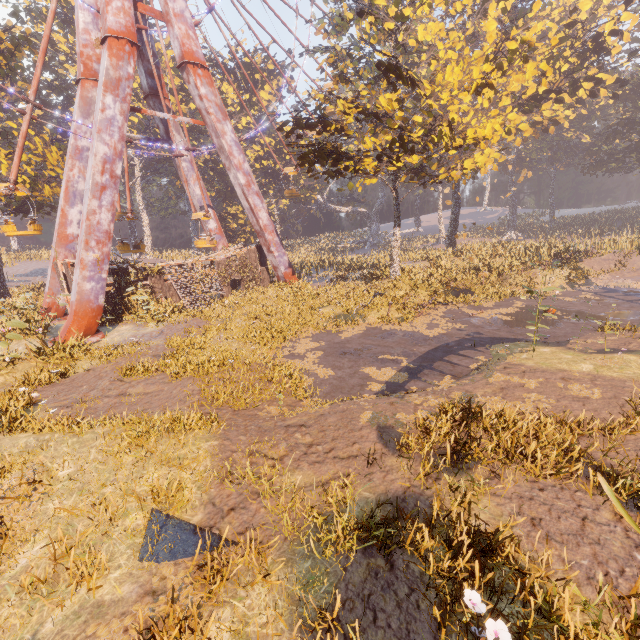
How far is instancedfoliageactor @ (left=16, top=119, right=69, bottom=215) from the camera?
23.02m

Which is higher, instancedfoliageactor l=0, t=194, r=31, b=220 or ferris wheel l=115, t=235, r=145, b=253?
instancedfoliageactor l=0, t=194, r=31, b=220

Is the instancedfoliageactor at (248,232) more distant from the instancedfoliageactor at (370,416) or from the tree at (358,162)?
the instancedfoliageactor at (370,416)

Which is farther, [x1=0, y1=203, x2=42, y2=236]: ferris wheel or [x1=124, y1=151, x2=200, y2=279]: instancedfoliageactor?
[x1=124, y1=151, x2=200, y2=279]: instancedfoliageactor

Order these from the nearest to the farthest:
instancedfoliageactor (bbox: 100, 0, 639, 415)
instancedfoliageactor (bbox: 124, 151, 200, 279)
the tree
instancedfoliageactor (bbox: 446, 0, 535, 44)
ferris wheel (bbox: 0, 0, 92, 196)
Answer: instancedfoliageactor (bbox: 100, 0, 639, 415), the tree, ferris wheel (bbox: 0, 0, 92, 196), instancedfoliageactor (bbox: 446, 0, 535, 44), instancedfoliageactor (bbox: 124, 151, 200, 279)

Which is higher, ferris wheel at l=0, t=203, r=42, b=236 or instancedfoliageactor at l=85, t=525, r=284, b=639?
ferris wheel at l=0, t=203, r=42, b=236

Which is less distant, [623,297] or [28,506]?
[28,506]

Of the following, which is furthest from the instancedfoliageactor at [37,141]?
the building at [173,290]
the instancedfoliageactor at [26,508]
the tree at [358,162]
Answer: the tree at [358,162]
